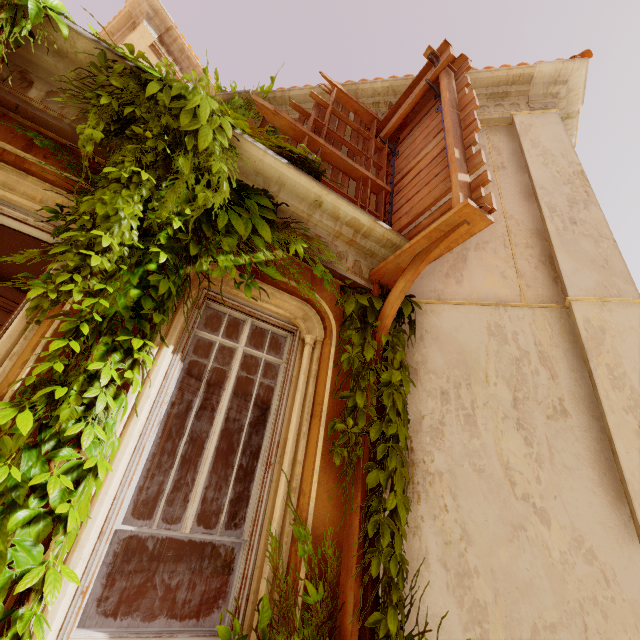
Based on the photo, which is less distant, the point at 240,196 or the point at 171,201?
the point at 171,201

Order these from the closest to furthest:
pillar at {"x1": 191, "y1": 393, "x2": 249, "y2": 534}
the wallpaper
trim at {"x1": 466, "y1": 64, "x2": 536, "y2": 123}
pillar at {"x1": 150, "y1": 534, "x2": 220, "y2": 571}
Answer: trim at {"x1": 466, "y1": 64, "x2": 536, "y2": 123} < pillar at {"x1": 150, "y1": 534, "x2": 220, "y2": 571} < pillar at {"x1": 191, "y1": 393, "x2": 249, "y2": 534} < the wallpaper

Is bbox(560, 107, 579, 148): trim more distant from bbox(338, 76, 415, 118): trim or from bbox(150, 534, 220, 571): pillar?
bbox(150, 534, 220, 571): pillar

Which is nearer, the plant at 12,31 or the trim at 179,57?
the plant at 12,31

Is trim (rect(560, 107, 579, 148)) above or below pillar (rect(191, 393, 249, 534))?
above

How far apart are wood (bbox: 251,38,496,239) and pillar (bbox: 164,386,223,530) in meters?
5.8 m

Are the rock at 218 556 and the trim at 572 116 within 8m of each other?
no

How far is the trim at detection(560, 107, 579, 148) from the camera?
5.7 meters
